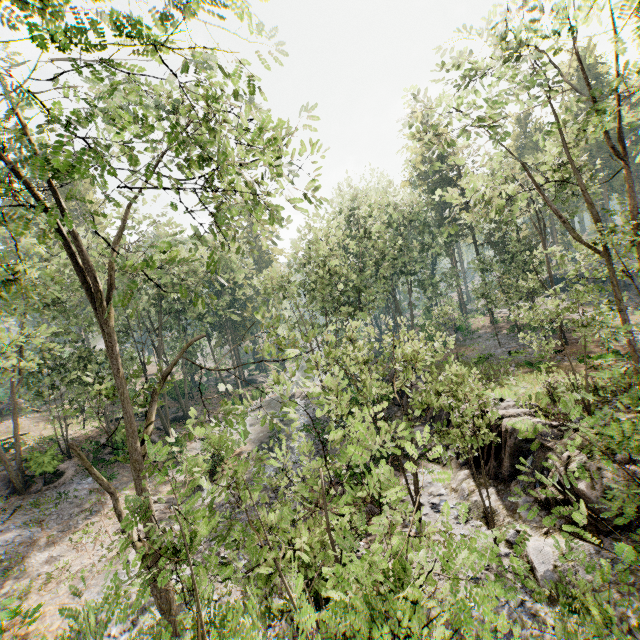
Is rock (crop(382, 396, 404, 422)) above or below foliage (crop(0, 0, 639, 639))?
below

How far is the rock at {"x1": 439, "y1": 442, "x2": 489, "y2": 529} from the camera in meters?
13.9 m

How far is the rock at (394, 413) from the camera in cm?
2324

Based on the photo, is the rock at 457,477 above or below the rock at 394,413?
below

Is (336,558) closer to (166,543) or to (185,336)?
(166,543)

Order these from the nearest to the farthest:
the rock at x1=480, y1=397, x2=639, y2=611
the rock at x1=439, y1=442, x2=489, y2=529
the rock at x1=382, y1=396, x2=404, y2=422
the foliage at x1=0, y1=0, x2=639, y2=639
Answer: the foliage at x1=0, y1=0, x2=639, y2=639
the rock at x1=480, y1=397, x2=639, y2=611
the rock at x1=439, y1=442, x2=489, y2=529
the rock at x1=382, y1=396, x2=404, y2=422
